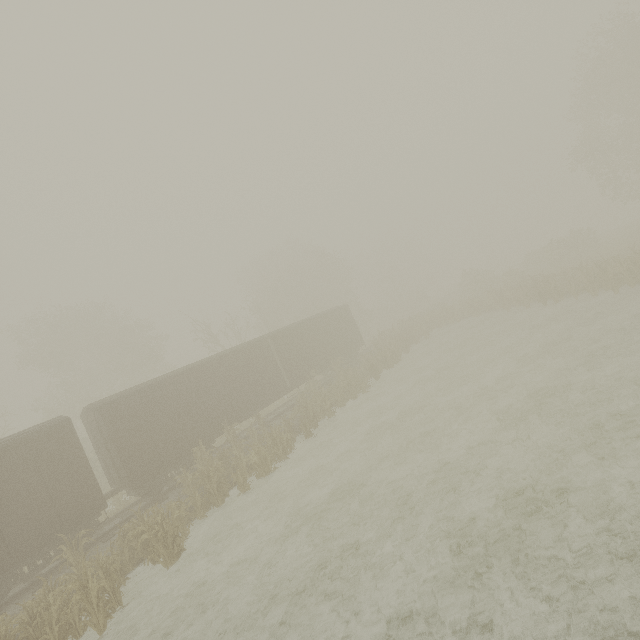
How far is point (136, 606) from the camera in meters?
9.0 m

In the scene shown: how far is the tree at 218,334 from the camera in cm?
2822

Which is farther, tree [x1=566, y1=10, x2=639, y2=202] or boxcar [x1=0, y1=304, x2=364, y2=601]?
tree [x1=566, y1=10, x2=639, y2=202]

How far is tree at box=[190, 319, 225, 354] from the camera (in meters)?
28.22

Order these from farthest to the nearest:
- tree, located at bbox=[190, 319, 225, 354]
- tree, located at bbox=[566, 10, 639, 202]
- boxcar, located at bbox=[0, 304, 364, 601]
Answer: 1. tree, located at bbox=[190, 319, 225, 354]
2. tree, located at bbox=[566, 10, 639, 202]
3. boxcar, located at bbox=[0, 304, 364, 601]

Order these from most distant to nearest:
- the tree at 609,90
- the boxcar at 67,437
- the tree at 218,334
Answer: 1. the tree at 218,334
2. the tree at 609,90
3. the boxcar at 67,437

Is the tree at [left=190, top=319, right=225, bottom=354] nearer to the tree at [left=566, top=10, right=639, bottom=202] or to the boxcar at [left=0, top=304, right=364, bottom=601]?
the boxcar at [left=0, top=304, right=364, bottom=601]
